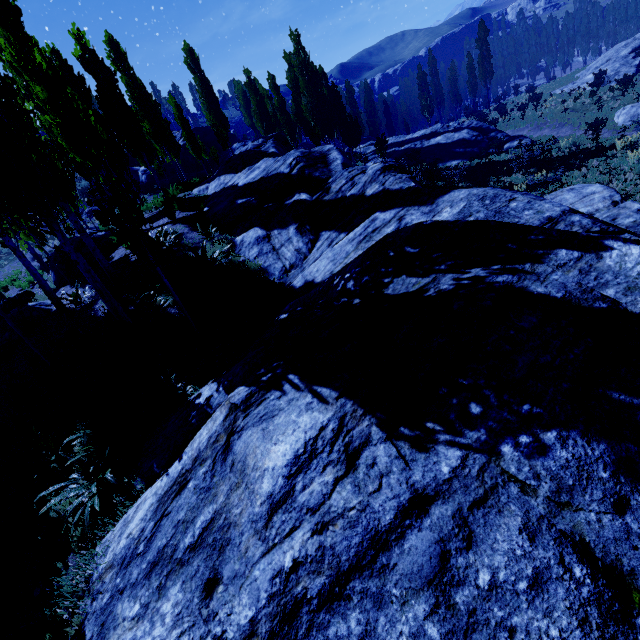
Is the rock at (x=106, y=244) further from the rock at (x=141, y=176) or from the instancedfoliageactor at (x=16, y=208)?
the rock at (x=141, y=176)

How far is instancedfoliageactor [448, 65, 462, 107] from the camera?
55.97m

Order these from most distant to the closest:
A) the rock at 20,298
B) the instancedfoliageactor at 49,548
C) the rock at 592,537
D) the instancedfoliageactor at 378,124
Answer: the instancedfoliageactor at 378,124 < the rock at 20,298 < the instancedfoliageactor at 49,548 < the rock at 592,537

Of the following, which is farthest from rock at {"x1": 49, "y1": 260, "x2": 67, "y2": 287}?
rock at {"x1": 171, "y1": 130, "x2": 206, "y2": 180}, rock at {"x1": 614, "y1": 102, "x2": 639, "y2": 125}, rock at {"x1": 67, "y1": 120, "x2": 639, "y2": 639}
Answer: rock at {"x1": 614, "y1": 102, "x2": 639, "y2": 125}

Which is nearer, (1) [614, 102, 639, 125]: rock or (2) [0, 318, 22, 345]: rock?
(2) [0, 318, 22, 345]: rock

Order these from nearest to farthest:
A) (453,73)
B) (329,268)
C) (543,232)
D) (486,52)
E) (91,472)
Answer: (543,232)
(91,472)
(329,268)
(486,52)
(453,73)

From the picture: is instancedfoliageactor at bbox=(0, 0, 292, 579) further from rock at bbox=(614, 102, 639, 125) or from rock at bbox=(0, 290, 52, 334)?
rock at bbox=(614, 102, 639, 125)

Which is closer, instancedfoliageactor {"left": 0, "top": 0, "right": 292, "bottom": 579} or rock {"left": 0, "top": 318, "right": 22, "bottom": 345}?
instancedfoliageactor {"left": 0, "top": 0, "right": 292, "bottom": 579}
